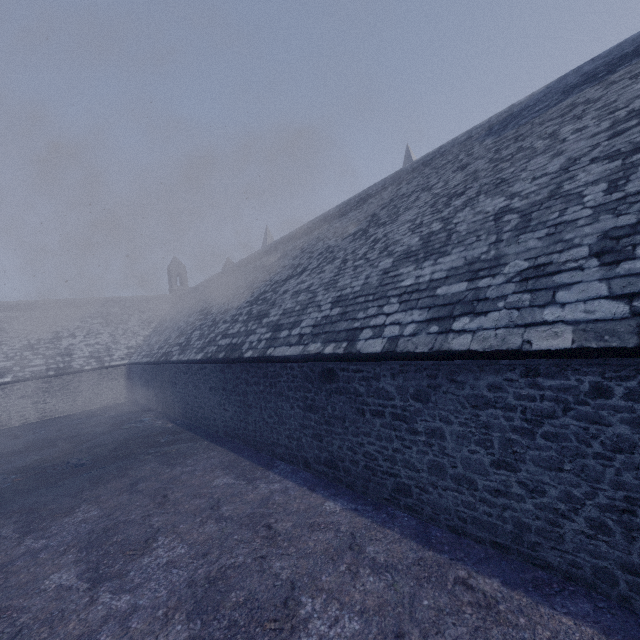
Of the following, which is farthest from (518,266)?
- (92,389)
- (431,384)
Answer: (92,389)
